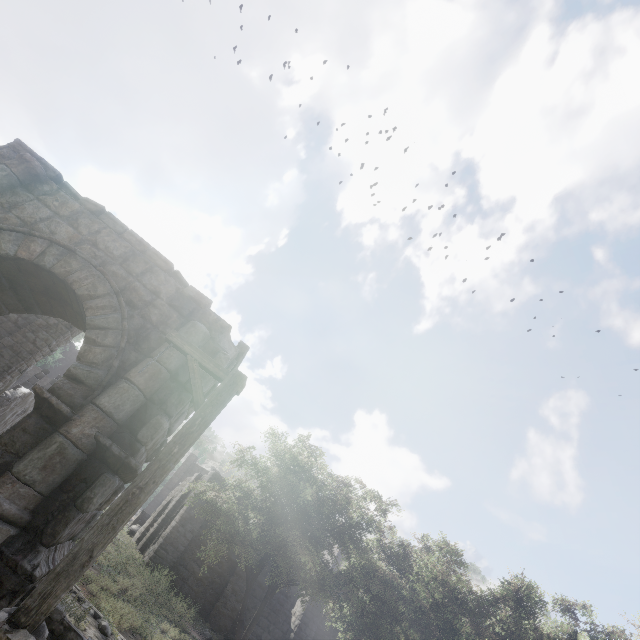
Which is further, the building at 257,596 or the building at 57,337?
the building at 257,596

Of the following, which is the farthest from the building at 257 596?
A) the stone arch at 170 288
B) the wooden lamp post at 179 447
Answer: the wooden lamp post at 179 447

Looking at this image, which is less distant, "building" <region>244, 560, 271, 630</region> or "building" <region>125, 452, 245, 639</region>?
"building" <region>125, 452, 245, 639</region>

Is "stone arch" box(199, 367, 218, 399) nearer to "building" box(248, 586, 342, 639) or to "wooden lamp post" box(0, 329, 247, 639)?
"building" box(248, 586, 342, 639)

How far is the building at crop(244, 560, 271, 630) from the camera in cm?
1902

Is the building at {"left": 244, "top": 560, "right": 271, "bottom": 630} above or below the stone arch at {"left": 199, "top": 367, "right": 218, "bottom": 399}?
below

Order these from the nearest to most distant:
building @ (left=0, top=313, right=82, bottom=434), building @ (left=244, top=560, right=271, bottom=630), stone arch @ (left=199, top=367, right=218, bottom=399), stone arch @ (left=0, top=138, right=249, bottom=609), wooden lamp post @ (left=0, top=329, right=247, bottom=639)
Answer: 1. wooden lamp post @ (left=0, top=329, right=247, bottom=639)
2. stone arch @ (left=0, top=138, right=249, bottom=609)
3. stone arch @ (left=199, top=367, right=218, bottom=399)
4. building @ (left=0, top=313, right=82, bottom=434)
5. building @ (left=244, top=560, right=271, bottom=630)

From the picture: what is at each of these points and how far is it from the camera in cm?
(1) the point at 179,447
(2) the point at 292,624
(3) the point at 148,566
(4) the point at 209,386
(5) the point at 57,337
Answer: (1) wooden lamp post, 456
(2) building, 2033
(3) building, 1745
(4) stone arch, 841
(5) building, 1553
